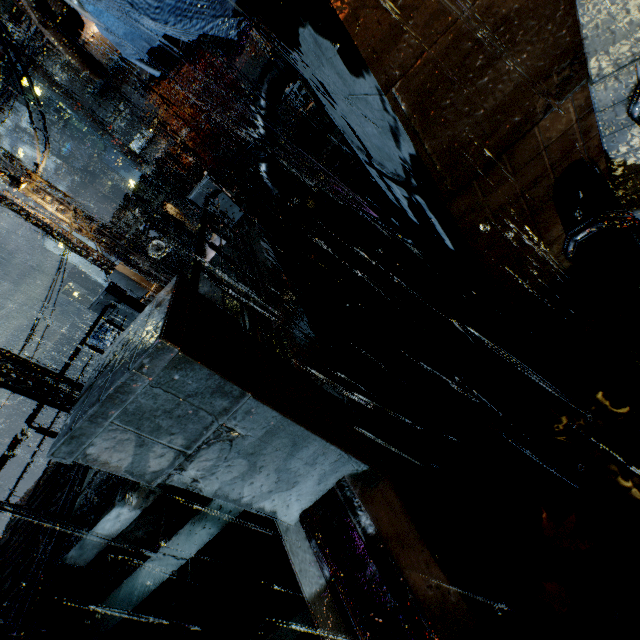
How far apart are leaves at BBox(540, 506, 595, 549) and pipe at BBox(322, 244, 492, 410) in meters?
2.1 m

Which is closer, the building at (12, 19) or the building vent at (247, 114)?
the building at (12, 19)

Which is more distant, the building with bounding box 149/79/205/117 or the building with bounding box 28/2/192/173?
the building with bounding box 149/79/205/117

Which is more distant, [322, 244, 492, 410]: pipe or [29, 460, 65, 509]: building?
[29, 460, 65, 509]: building

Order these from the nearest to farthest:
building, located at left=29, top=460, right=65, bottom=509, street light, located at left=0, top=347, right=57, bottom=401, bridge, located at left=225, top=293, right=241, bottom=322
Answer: bridge, located at left=225, top=293, right=241, bottom=322 → building, located at left=29, top=460, right=65, bottom=509 → street light, located at left=0, top=347, right=57, bottom=401

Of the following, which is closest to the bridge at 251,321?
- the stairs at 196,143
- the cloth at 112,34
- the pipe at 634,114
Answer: the pipe at 634,114

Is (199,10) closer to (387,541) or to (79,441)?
(79,441)

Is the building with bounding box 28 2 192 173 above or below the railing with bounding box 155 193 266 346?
above
